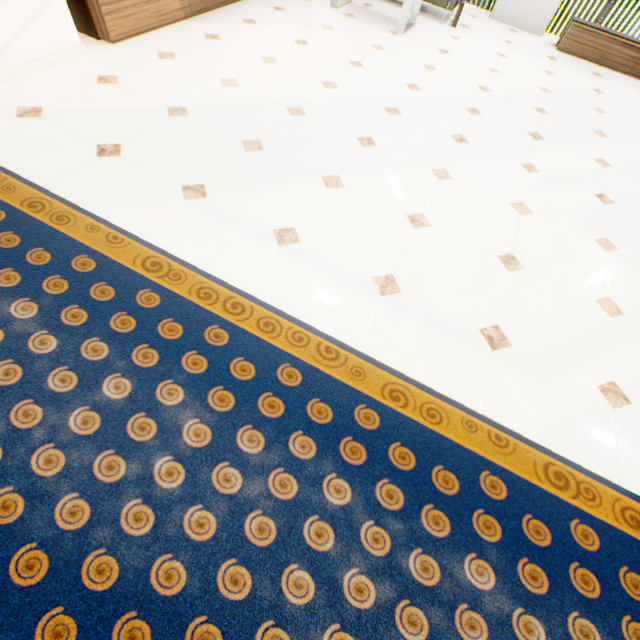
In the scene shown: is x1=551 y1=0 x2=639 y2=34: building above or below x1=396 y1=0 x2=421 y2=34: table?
below

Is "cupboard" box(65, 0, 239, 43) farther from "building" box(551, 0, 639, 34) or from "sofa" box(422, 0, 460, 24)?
"building" box(551, 0, 639, 34)

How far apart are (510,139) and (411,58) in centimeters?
190cm

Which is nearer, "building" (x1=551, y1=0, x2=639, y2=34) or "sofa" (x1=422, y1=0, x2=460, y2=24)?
"sofa" (x1=422, y1=0, x2=460, y2=24)

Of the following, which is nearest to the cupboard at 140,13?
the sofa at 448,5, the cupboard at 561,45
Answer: the sofa at 448,5

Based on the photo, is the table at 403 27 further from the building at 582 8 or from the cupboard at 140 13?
the building at 582 8

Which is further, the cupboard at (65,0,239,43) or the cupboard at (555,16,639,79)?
the cupboard at (555,16,639,79)

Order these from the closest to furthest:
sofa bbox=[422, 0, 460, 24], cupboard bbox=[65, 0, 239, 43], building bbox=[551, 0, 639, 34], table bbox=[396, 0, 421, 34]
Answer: cupboard bbox=[65, 0, 239, 43], table bbox=[396, 0, 421, 34], sofa bbox=[422, 0, 460, 24], building bbox=[551, 0, 639, 34]
